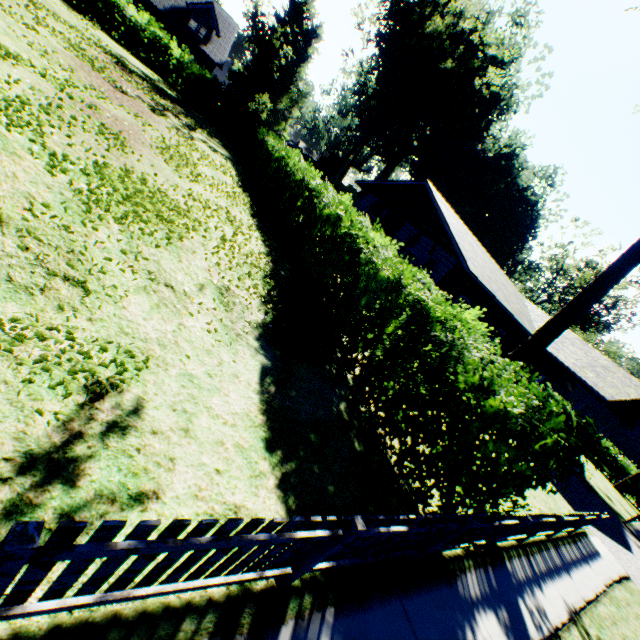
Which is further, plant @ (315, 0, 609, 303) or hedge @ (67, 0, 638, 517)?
plant @ (315, 0, 609, 303)

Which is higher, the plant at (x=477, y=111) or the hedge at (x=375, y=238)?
the plant at (x=477, y=111)

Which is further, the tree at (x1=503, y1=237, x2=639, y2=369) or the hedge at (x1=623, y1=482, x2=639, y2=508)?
the hedge at (x1=623, y1=482, x2=639, y2=508)

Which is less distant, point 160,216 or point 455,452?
point 455,452

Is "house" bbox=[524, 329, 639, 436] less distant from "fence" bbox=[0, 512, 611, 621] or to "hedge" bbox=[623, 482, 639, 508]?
"fence" bbox=[0, 512, 611, 621]

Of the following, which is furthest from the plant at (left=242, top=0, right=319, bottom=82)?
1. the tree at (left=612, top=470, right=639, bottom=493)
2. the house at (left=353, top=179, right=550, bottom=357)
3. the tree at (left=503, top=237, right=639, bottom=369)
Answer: the tree at (left=503, top=237, right=639, bottom=369)

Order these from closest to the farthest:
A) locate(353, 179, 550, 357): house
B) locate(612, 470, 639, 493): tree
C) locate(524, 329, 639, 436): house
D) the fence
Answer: the fence → locate(353, 179, 550, 357): house → locate(524, 329, 639, 436): house → locate(612, 470, 639, 493): tree

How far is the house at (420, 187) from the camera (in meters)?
15.38
